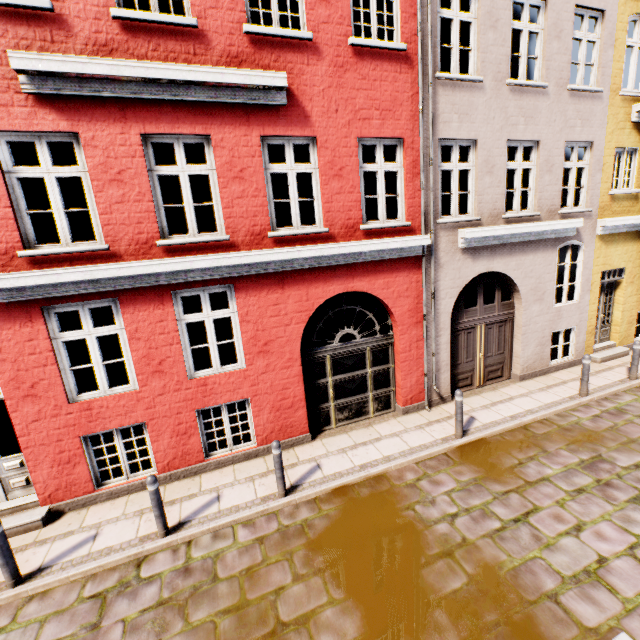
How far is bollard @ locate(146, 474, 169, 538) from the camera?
5.00m

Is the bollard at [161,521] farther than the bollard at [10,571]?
Yes

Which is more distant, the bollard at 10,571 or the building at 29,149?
the building at 29,149

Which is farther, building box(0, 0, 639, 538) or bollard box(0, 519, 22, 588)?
building box(0, 0, 639, 538)

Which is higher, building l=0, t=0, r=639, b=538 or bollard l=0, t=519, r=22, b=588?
building l=0, t=0, r=639, b=538

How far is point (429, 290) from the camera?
7.8 meters

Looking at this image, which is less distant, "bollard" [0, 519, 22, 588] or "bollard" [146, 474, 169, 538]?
"bollard" [0, 519, 22, 588]
